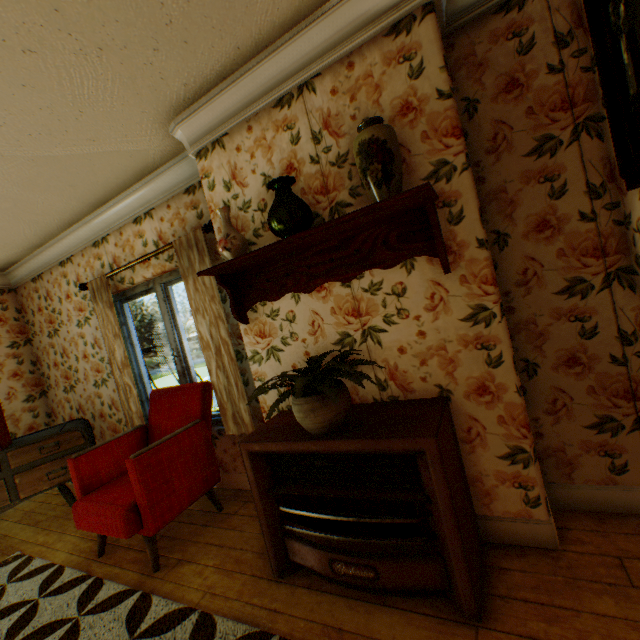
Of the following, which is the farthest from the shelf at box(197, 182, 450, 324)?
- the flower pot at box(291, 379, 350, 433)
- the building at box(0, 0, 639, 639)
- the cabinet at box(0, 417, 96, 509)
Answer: the cabinet at box(0, 417, 96, 509)

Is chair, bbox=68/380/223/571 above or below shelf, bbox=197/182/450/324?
below

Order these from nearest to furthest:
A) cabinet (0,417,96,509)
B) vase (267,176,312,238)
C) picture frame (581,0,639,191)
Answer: picture frame (581,0,639,191)
vase (267,176,312,238)
cabinet (0,417,96,509)

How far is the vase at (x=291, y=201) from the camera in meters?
1.9 m

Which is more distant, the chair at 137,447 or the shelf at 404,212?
the chair at 137,447

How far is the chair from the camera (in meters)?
2.33

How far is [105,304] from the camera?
3.60m

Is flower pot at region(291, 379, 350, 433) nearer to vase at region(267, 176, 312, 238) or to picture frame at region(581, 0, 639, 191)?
vase at region(267, 176, 312, 238)
